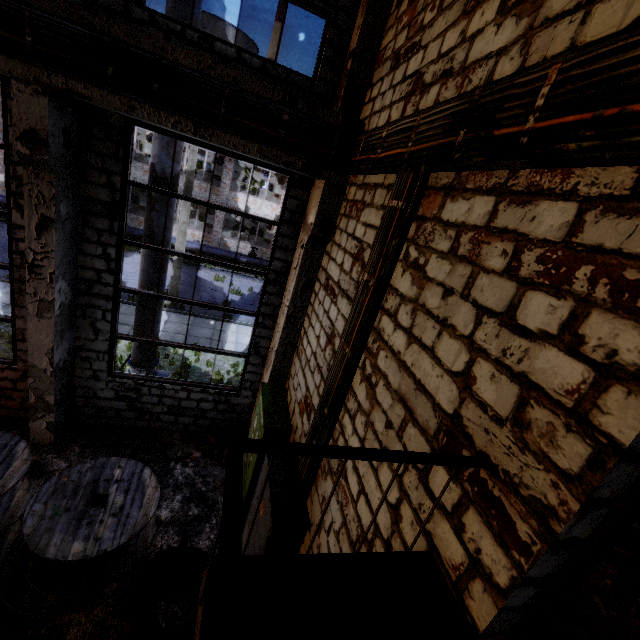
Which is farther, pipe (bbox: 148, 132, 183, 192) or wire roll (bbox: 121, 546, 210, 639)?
pipe (bbox: 148, 132, 183, 192)

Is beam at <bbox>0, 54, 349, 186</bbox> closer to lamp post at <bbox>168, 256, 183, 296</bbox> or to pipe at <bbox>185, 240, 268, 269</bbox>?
lamp post at <bbox>168, 256, 183, 296</bbox>

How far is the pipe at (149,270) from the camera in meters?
7.1

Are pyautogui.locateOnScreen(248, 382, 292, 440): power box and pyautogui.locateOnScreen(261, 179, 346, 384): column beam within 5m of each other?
yes

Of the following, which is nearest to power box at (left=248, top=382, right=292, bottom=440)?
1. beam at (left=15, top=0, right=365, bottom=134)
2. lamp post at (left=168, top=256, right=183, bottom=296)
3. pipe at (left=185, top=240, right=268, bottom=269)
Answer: beam at (left=15, top=0, right=365, bottom=134)

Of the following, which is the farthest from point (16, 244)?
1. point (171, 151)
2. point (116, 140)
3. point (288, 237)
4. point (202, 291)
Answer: point (202, 291)

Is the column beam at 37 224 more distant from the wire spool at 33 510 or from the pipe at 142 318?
the wire spool at 33 510

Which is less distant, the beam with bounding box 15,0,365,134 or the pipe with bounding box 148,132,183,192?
the beam with bounding box 15,0,365,134
